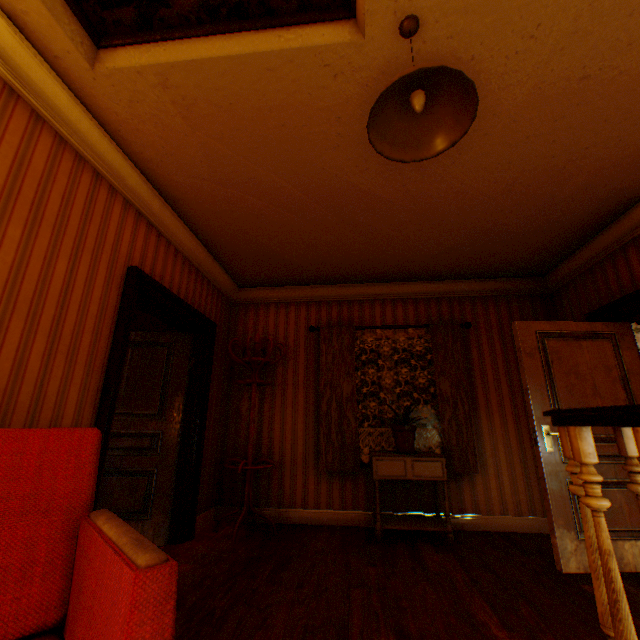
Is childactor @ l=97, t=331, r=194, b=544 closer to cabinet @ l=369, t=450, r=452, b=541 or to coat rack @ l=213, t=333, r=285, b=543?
coat rack @ l=213, t=333, r=285, b=543

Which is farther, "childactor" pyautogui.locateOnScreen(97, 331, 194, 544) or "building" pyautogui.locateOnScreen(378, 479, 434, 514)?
"building" pyautogui.locateOnScreen(378, 479, 434, 514)

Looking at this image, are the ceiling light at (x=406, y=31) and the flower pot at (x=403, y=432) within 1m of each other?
no

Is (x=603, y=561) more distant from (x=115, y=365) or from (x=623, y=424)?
(x=115, y=365)

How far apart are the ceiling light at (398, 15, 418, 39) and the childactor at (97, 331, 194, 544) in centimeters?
339cm

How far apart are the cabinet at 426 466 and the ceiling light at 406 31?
3.3 meters

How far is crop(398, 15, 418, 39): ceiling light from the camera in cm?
166

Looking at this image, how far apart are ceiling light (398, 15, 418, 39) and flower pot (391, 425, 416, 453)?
3.24m
